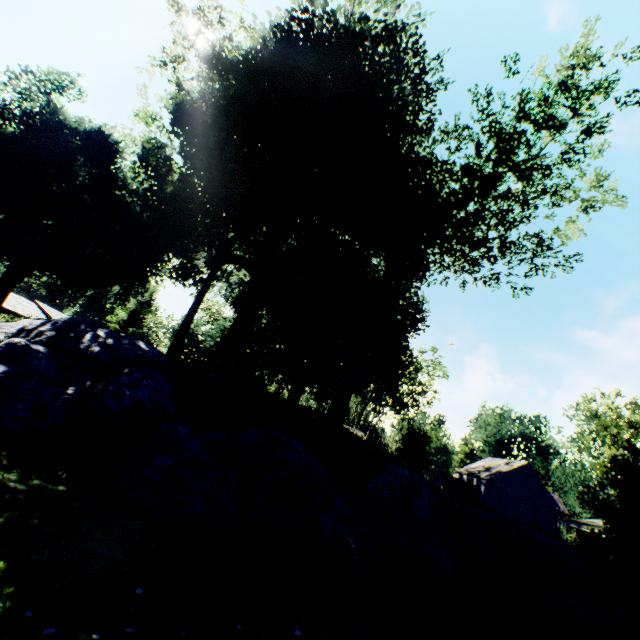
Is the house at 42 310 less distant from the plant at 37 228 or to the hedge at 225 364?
the plant at 37 228

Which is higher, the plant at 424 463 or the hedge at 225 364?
the hedge at 225 364

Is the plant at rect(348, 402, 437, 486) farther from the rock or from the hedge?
the hedge

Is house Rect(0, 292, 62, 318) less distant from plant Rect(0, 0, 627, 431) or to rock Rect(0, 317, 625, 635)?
plant Rect(0, 0, 627, 431)

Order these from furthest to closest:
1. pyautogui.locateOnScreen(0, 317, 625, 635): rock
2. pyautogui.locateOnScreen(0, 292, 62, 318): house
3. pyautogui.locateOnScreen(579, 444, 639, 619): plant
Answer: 1. pyautogui.locateOnScreen(0, 292, 62, 318): house
2. pyautogui.locateOnScreen(579, 444, 639, 619): plant
3. pyautogui.locateOnScreen(0, 317, 625, 635): rock

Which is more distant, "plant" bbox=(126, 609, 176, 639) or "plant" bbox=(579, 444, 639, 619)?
"plant" bbox=(579, 444, 639, 619)

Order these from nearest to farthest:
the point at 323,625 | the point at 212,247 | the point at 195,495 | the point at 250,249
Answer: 1. the point at 323,625
2. the point at 195,495
3. the point at 212,247
4. the point at 250,249
